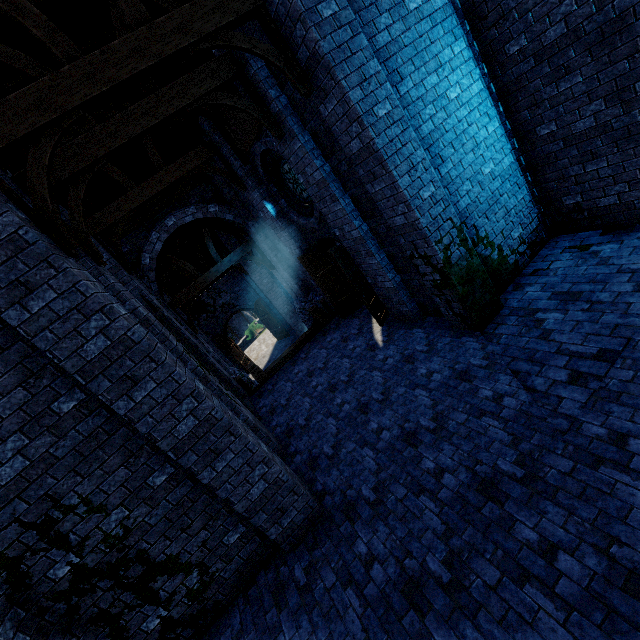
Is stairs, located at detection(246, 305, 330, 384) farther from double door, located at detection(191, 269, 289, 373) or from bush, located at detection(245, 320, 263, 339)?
bush, located at detection(245, 320, 263, 339)

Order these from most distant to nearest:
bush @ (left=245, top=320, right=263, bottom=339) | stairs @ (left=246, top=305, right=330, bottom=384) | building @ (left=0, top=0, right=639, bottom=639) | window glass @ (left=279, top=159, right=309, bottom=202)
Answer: bush @ (left=245, top=320, right=263, bottom=339), stairs @ (left=246, top=305, right=330, bottom=384), window glass @ (left=279, top=159, right=309, bottom=202), building @ (left=0, top=0, right=639, bottom=639)

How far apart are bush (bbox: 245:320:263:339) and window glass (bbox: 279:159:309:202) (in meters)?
21.29

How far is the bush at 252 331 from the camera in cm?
3045

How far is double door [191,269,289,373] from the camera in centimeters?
2141cm

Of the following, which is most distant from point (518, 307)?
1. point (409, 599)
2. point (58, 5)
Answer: point (58, 5)

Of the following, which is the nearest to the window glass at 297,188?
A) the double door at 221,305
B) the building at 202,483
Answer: the building at 202,483

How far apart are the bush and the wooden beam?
18.9 meters
